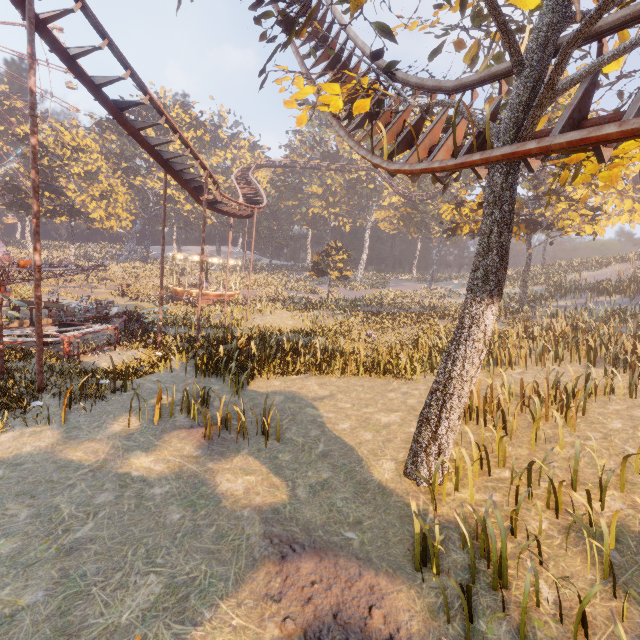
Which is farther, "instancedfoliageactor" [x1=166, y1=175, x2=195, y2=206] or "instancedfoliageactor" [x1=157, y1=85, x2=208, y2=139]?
"instancedfoliageactor" [x1=166, y1=175, x2=195, y2=206]

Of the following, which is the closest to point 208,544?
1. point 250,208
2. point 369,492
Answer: point 369,492

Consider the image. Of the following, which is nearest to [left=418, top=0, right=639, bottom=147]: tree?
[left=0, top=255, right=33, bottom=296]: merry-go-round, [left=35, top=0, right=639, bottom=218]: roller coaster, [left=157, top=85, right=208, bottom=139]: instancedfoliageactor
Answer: [left=35, top=0, right=639, bottom=218]: roller coaster

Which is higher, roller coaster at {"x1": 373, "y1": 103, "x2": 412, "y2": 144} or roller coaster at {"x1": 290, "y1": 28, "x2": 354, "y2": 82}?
roller coaster at {"x1": 290, "y1": 28, "x2": 354, "y2": 82}

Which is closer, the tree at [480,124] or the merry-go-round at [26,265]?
the tree at [480,124]

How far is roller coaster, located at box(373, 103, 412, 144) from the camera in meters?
9.2

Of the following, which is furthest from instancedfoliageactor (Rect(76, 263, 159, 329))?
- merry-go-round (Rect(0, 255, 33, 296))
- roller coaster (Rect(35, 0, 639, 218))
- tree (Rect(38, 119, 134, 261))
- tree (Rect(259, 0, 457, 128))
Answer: tree (Rect(259, 0, 457, 128))

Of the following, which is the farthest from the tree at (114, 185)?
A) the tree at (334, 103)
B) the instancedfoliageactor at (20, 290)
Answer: the tree at (334, 103)
